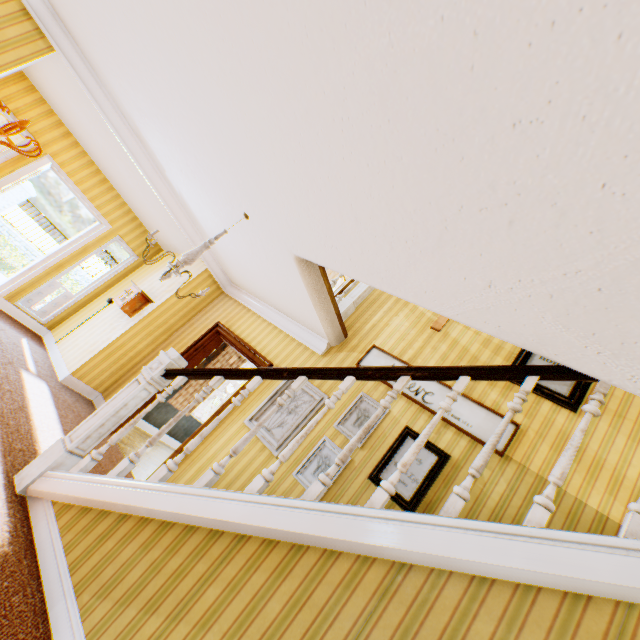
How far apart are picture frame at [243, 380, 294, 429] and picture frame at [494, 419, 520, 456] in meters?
0.6 m

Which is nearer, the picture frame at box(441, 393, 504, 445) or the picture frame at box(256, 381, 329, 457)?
the picture frame at box(441, 393, 504, 445)

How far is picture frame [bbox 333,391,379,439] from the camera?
4.0m

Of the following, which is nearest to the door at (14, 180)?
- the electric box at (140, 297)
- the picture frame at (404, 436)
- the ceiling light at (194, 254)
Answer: the electric box at (140, 297)

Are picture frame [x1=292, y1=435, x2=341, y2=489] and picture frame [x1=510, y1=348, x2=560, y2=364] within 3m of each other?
yes

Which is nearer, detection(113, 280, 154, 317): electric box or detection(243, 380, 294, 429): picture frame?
detection(243, 380, 294, 429): picture frame

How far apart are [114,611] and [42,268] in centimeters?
→ 593cm

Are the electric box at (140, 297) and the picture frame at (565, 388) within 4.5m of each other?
no
